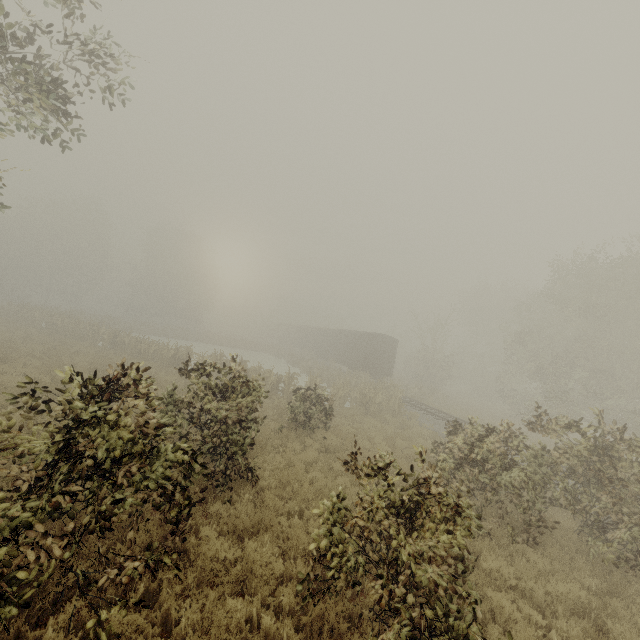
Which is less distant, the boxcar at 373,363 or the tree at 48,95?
the tree at 48,95

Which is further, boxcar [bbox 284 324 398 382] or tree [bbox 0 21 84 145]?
boxcar [bbox 284 324 398 382]

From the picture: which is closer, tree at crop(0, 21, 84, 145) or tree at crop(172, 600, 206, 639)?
tree at crop(172, 600, 206, 639)

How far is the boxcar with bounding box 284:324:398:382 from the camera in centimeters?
2988cm

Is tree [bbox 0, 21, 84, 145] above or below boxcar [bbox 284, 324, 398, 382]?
above

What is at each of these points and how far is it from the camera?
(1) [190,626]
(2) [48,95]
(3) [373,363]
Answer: (1) tree, 4.15m
(2) tree, 6.44m
(3) boxcar, 29.95m
